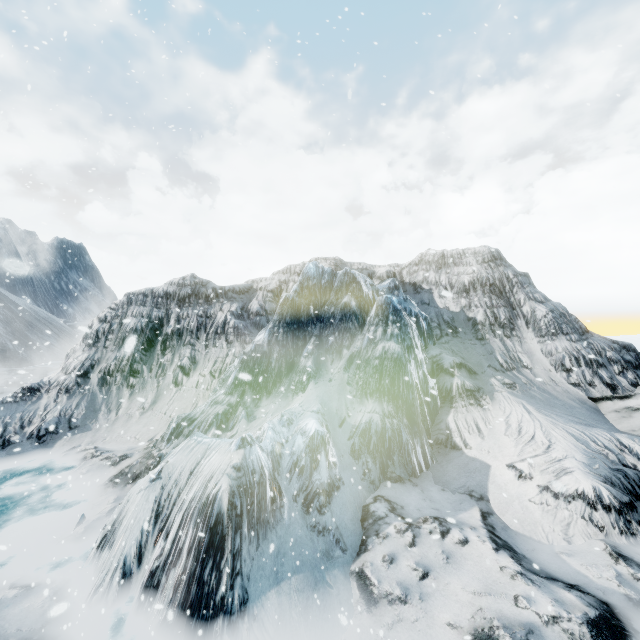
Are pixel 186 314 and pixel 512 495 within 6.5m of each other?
no
